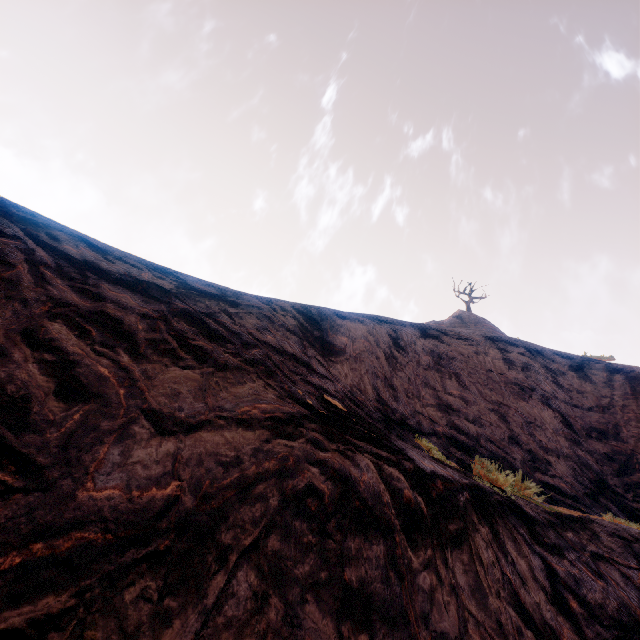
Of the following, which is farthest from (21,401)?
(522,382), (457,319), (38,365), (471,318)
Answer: (471,318)
